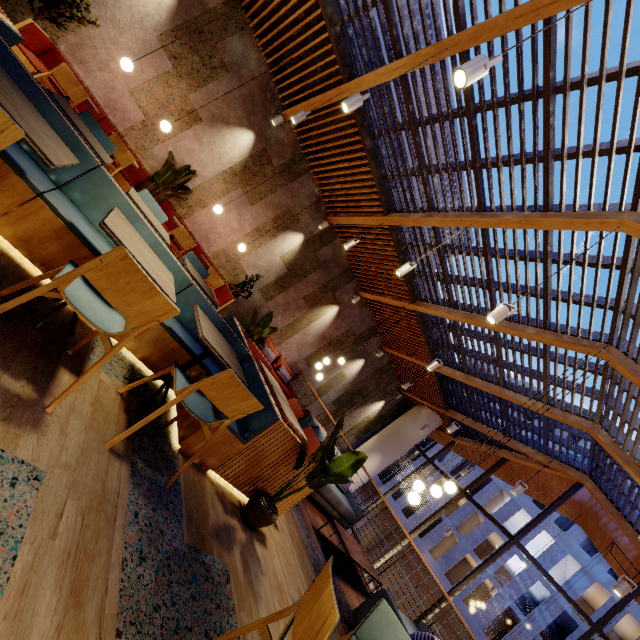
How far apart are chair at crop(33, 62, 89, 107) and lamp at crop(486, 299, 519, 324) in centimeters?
660cm

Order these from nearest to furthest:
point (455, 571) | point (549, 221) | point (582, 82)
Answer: point (582, 82) < point (549, 221) < point (455, 571)

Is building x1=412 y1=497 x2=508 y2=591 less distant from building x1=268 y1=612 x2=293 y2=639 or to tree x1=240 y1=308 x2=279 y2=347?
building x1=268 y1=612 x2=293 y2=639

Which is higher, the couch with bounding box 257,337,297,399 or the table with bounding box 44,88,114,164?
the table with bounding box 44,88,114,164

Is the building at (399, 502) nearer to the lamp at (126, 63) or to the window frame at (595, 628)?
the window frame at (595, 628)

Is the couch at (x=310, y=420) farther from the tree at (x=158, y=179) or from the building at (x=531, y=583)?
the building at (x=531, y=583)

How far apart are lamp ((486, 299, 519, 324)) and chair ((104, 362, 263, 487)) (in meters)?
3.16

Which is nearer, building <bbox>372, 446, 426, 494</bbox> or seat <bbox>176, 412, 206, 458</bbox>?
seat <bbox>176, 412, 206, 458</bbox>
